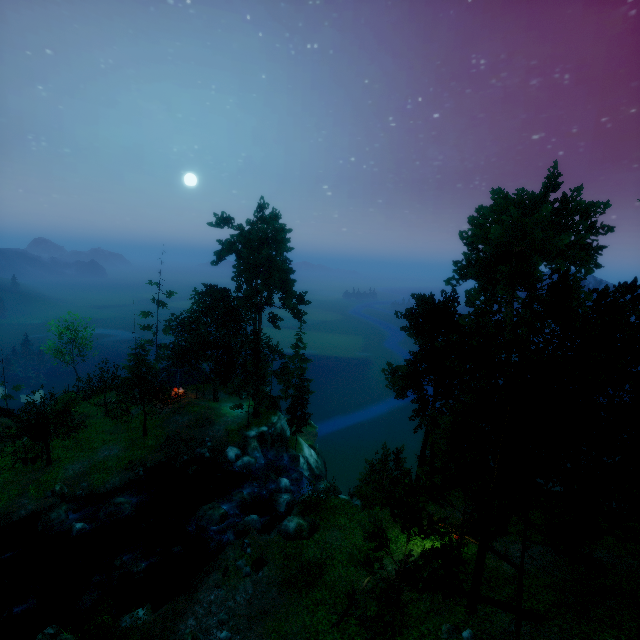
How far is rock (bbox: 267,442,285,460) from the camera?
36.81m

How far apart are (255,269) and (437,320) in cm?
2224

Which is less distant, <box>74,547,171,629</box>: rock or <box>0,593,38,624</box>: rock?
<box>0,593,38,624</box>: rock

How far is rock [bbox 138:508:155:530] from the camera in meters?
25.6

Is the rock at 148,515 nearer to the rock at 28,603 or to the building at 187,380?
the rock at 28,603

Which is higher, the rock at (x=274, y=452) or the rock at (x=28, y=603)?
the rock at (x=28, y=603)

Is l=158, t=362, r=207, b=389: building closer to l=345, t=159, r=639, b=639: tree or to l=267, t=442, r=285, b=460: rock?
l=345, t=159, r=639, b=639: tree

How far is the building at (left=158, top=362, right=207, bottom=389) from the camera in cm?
3938
